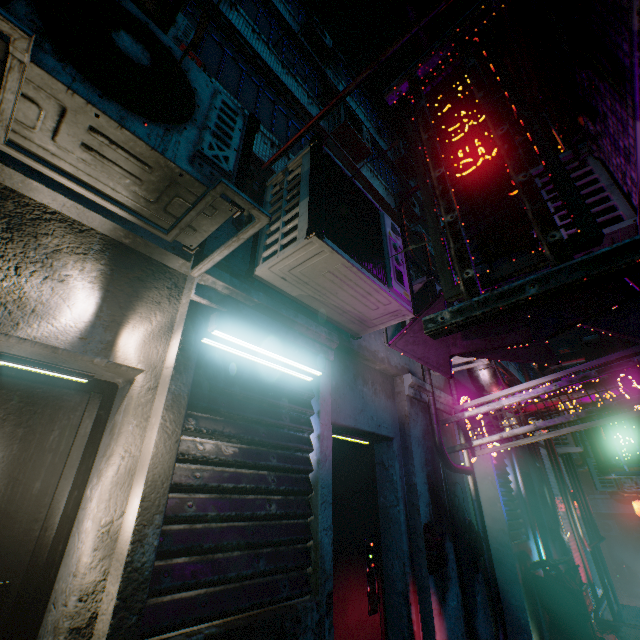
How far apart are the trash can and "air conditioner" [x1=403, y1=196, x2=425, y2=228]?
22.21m

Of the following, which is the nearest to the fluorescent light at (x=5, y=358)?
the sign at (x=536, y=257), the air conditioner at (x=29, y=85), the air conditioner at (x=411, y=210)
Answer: the air conditioner at (x=29, y=85)

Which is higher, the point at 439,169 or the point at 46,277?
the point at 439,169

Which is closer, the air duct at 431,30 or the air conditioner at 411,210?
the air duct at 431,30

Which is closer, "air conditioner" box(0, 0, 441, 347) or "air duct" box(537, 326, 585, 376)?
"air conditioner" box(0, 0, 441, 347)

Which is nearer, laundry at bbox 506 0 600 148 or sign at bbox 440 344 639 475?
laundry at bbox 506 0 600 148

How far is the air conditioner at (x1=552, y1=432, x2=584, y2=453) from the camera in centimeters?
802cm

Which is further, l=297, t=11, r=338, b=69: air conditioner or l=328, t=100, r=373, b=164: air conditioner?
l=297, t=11, r=338, b=69: air conditioner
